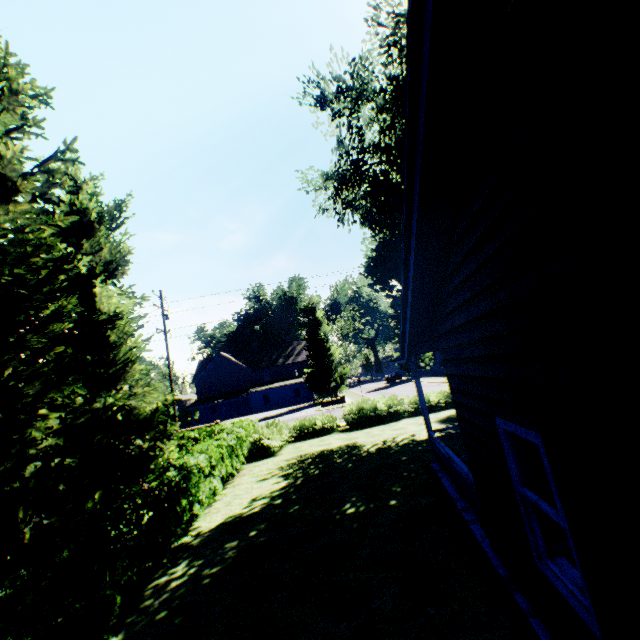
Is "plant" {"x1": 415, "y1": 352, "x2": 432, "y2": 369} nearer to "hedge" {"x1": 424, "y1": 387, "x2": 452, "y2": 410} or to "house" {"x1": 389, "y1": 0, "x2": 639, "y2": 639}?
"hedge" {"x1": 424, "y1": 387, "x2": 452, "y2": 410}

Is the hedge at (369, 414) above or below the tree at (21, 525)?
below

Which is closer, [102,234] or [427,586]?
[427,586]

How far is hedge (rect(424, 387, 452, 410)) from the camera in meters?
20.5 m

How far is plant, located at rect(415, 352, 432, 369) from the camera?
56.3 meters

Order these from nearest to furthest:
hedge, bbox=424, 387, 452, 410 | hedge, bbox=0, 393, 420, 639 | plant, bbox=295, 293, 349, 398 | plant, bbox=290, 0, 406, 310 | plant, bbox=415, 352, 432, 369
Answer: hedge, bbox=0, 393, 420, 639 → plant, bbox=290, 0, 406, 310 → hedge, bbox=424, 387, 452, 410 → plant, bbox=295, 293, 349, 398 → plant, bbox=415, 352, 432, 369

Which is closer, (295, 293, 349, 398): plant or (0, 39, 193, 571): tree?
(0, 39, 193, 571): tree

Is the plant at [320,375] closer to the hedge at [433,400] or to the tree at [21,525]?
the tree at [21,525]
